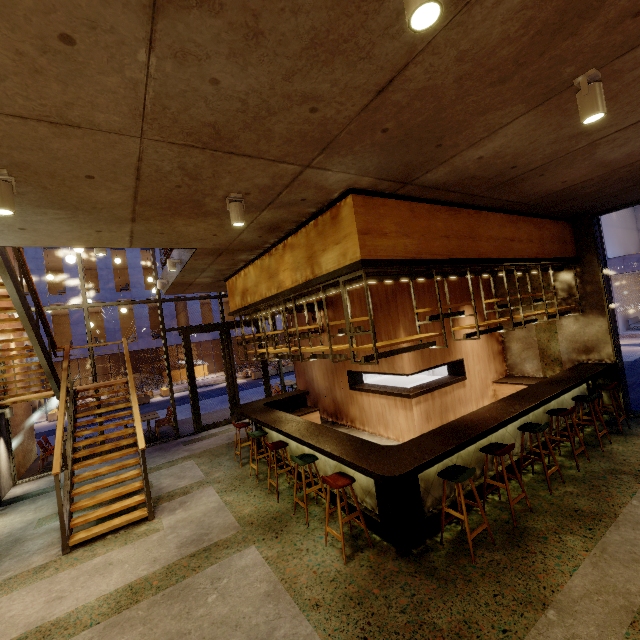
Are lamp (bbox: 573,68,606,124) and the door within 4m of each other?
no

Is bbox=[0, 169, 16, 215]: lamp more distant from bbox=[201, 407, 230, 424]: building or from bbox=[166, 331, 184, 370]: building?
bbox=[166, 331, 184, 370]: building

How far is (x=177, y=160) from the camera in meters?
2.9 m

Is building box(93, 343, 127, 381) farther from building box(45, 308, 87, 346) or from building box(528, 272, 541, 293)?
building box(528, 272, 541, 293)

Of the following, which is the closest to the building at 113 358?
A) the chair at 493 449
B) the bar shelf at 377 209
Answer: the bar shelf at 377 209

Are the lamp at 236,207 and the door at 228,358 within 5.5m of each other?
no

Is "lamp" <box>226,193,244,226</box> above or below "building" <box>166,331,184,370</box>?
above

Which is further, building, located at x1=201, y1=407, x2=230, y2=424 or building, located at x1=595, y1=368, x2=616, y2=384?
building, located at x1=201, y1=407, x2=230, y2=424
